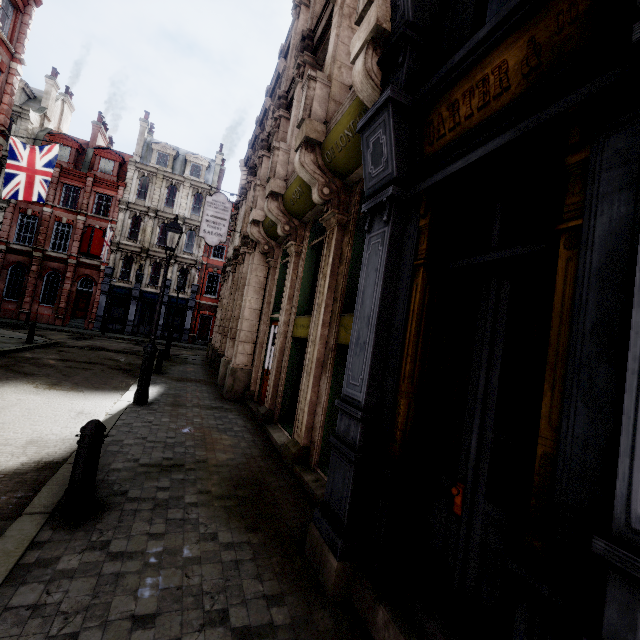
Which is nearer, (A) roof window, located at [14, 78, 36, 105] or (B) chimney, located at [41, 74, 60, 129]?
(A) roof window, located at [14, 78, 36, 105]

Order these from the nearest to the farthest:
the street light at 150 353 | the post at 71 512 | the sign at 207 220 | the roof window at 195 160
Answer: the post at 71 512 → the street light at 150 353 → the sign at 207 220 → the roof window at 195 160

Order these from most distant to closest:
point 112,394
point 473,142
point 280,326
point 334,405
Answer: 1. point 112,394
2. point 280,326
3. point 334,405
4. point 473,142

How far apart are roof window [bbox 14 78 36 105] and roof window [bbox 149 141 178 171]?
10.4m

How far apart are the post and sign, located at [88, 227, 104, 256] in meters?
31.6

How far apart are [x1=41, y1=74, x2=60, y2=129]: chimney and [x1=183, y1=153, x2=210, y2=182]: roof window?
12.3m

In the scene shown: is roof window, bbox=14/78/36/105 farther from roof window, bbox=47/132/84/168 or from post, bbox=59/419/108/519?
post, bbox=59/419/108/519

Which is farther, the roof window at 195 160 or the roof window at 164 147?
the roof window at 195 160
